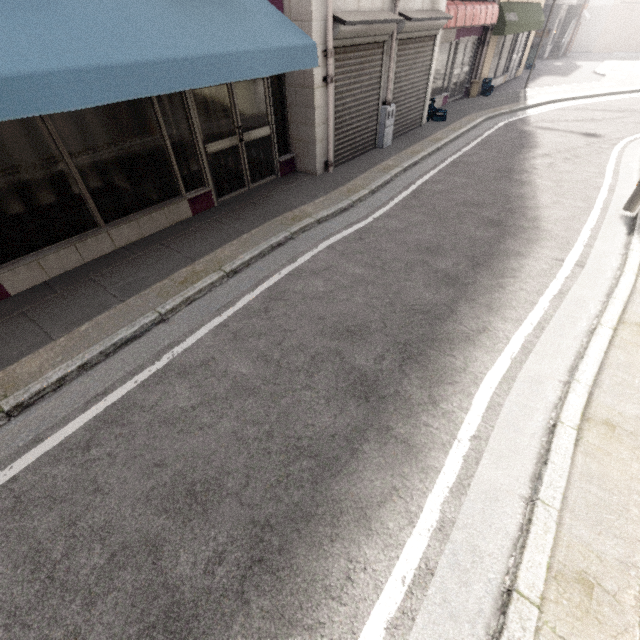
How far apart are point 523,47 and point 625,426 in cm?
2273

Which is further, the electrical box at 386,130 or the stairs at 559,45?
the stairs at 559,45

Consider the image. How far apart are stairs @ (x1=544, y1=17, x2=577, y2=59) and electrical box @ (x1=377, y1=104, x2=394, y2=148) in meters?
27.3 m

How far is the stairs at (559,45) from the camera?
24.20m

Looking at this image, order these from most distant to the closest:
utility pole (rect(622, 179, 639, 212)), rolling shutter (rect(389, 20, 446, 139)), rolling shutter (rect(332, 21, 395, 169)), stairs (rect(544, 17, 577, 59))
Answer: stairs (rect(544, 17, 577, 59)) → rolling shutter (rect(389, 20, 446, 139)) → rolling shutter (rect(332, 21, 395, 169)) → utility pole (rect(622, 179, 639, 212))

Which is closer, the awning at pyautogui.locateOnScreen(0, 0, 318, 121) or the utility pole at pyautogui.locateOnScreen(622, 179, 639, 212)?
the awning at pyautogui.locateOnScreen(0, 0, 318, 121)

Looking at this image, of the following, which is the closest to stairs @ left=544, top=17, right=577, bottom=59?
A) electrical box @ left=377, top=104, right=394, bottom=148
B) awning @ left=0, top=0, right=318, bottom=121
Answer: electrical box @ left=377, top=104, right=394, bottom=148

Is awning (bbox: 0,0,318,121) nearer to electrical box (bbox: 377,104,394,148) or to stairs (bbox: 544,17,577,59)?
electrical box (bbox: 377,104,394,148)
